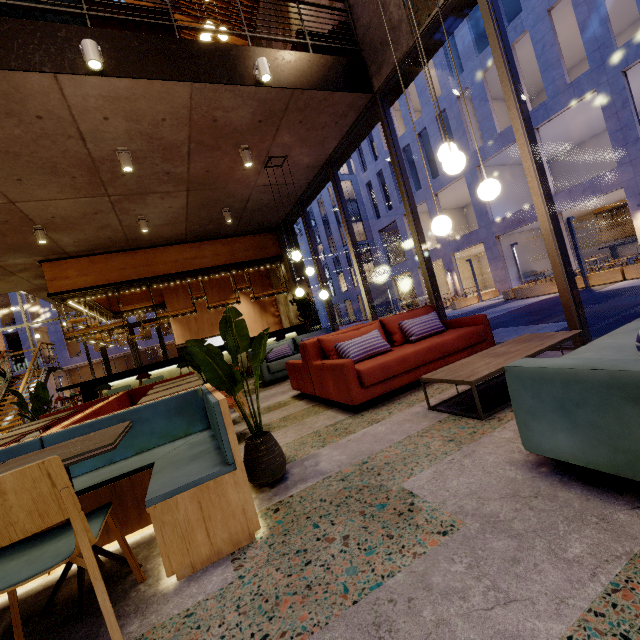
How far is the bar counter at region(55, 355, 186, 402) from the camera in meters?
8.4 m

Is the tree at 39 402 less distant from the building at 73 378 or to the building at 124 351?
the building at 73 378

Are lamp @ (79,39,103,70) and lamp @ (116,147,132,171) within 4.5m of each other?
yes

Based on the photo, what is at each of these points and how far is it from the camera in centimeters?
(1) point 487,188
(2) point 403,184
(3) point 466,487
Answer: (1) lamp, 295cm
(2) window frame, 541cm
(3) building, 173cm

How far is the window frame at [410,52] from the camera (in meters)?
4.61

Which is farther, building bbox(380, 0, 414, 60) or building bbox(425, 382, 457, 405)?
building bbox(380, 0, 414, 60)

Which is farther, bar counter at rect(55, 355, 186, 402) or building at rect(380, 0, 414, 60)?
bar counter at rect(55, 355, 186, 402)

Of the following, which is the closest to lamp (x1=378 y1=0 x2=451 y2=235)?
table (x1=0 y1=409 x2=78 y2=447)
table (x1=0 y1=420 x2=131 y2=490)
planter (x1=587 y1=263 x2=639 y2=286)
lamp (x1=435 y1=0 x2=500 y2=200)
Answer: lamp (x1=435 y1=0 x2=500 y2=200)
